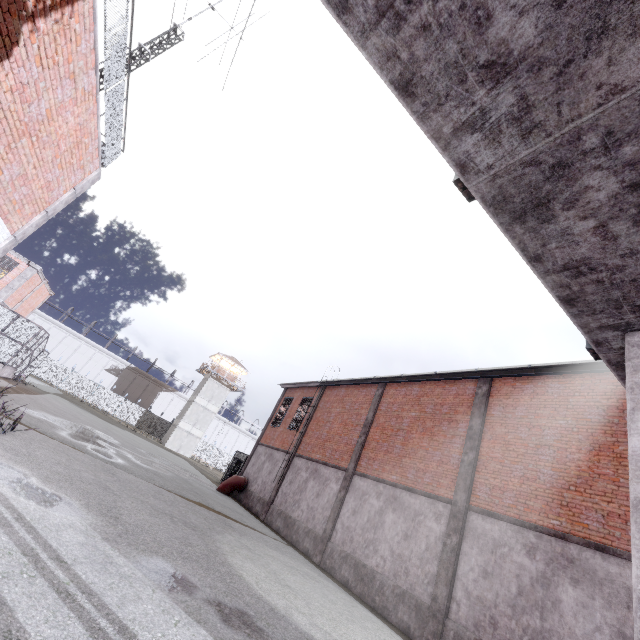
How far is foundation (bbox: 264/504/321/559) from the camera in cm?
1471

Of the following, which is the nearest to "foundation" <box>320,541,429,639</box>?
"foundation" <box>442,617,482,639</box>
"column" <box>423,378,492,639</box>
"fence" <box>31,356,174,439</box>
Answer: "column" <box>423,378,492,639</box>

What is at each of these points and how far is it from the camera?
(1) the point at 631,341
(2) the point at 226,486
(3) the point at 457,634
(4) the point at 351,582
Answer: (1) column, 2.46m
(2) pipe, 21.97m
(3) foundation, 8.80m
(4) foundation, 12.12m

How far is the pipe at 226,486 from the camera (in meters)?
21.87

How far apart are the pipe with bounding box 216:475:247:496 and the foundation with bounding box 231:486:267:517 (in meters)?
0.05

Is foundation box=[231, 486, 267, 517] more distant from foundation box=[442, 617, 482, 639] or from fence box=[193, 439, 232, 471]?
fence box=[193, 439, 232, 471]

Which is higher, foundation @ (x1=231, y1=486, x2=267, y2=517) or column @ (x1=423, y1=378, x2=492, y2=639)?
column @ (x1=423, y1=378, x2=492, y2=639)

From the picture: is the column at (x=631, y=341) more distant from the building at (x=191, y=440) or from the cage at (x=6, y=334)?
the building at (x=191, y=440)
